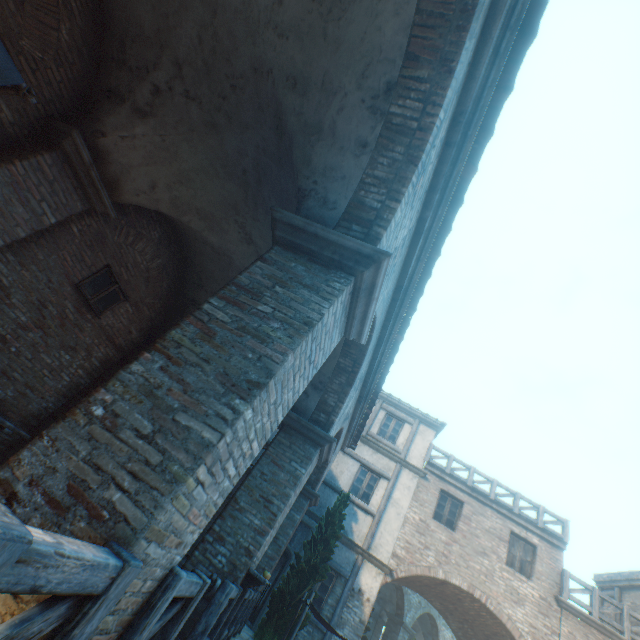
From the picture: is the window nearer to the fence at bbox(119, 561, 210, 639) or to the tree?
the fence at bbox(119, 561, 210, 639)

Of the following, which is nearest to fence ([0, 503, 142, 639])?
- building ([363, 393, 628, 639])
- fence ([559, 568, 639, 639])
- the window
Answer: building ([363, 393, 628, 639])

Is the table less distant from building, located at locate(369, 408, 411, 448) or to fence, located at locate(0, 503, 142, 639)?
building, located at locate(369, 408, 411, 448)

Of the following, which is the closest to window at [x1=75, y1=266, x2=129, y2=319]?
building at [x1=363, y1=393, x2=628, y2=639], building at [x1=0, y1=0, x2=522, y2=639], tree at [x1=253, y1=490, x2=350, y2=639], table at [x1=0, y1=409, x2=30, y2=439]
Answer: building at [x1=363, y1=393, x2=628, y2=639]

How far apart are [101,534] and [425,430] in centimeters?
1612cm

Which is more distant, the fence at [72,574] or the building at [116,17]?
the building at [116,17]

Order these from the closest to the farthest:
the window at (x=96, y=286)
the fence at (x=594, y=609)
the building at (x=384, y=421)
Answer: the window at (x=96, y=286) < the fence at (x=594, y=609) < the building at (x=384, y=421)

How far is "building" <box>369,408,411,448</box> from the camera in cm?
1556
